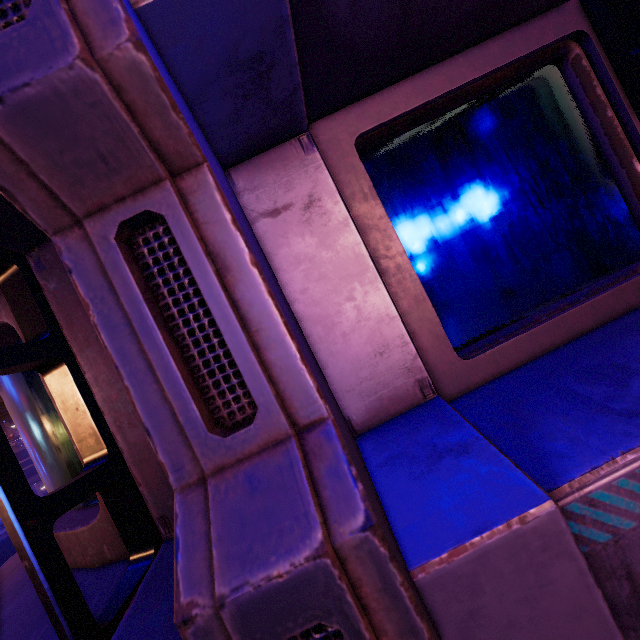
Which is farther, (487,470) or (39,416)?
(39,416)
